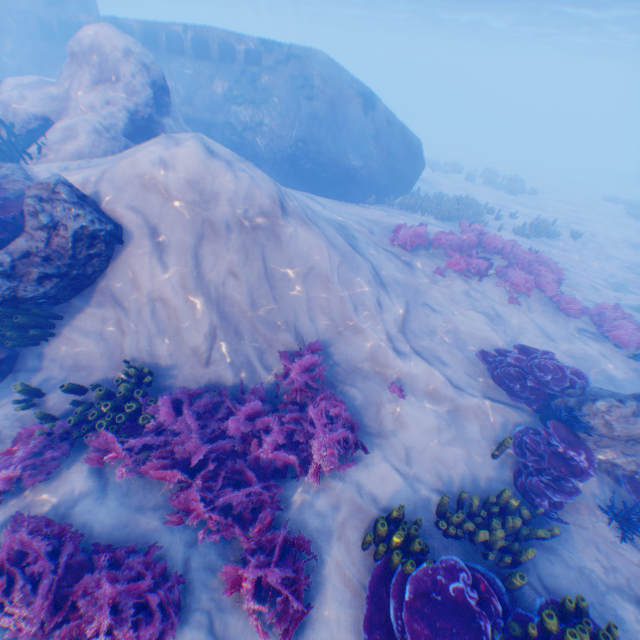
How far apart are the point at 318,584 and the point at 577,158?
73.7 meters

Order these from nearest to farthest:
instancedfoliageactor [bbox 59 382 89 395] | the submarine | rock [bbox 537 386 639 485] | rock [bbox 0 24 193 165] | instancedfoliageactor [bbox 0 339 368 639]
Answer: instancedfoliageactor [bbox 0 339 368 639] → instancedfoliageactor [bbox 59 382 89 395] → rock [bbox 537 386 639 485] → rock [bbox 0 24 193 165] → the submarine

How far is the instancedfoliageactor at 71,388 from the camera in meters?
5.4 m

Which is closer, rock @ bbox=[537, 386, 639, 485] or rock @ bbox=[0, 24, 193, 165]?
rock @ bbox=[537, 386, 639, 485]

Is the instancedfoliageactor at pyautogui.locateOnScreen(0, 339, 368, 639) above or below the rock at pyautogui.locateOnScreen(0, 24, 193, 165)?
below

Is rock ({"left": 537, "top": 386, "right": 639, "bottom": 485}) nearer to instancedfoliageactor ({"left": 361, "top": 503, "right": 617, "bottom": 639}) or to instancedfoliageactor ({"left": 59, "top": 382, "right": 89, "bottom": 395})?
instancedfoliageactor ({"left": 361, "top": 503, "right": 617, "bottom": 639})

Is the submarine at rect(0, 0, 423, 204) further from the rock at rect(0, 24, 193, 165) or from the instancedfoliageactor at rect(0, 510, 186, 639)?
the instancedfoliageactor at rect(0, 510, 186, 639)

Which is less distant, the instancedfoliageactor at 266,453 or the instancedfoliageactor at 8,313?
the instancedfoliageactor at 266,453
